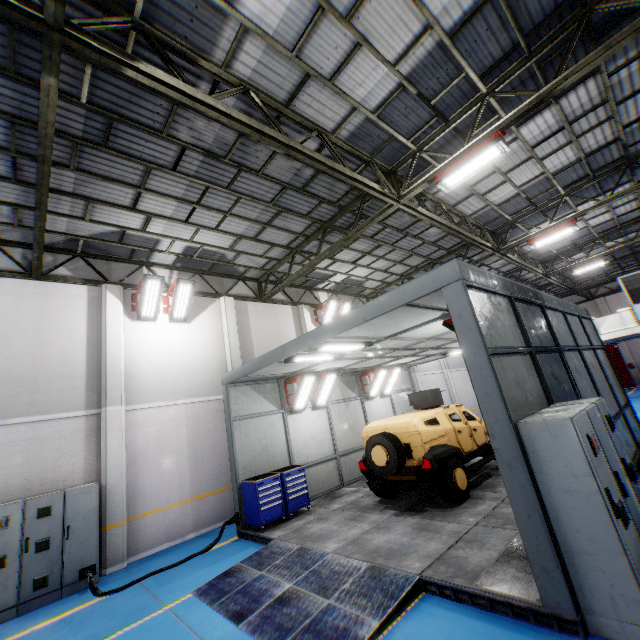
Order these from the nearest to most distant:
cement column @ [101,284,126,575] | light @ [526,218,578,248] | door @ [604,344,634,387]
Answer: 1. cement column @ [101,284,126,575]
2. light @ [526,218,578,248]
3. door @ [604,344,634,387]

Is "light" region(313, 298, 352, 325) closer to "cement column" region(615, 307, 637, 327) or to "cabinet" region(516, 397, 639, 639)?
"cabinet" region(516, 397, 639, 639)

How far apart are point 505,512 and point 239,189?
10.0 meters

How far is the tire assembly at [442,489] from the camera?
7.4m

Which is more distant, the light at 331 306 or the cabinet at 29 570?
the light at 331 306

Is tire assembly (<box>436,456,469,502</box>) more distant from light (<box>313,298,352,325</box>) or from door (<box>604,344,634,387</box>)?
door (<box>604,344,634,387</box>)

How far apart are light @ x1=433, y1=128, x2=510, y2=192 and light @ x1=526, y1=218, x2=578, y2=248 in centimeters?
696cm

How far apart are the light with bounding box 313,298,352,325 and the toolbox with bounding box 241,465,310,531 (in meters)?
7.24
